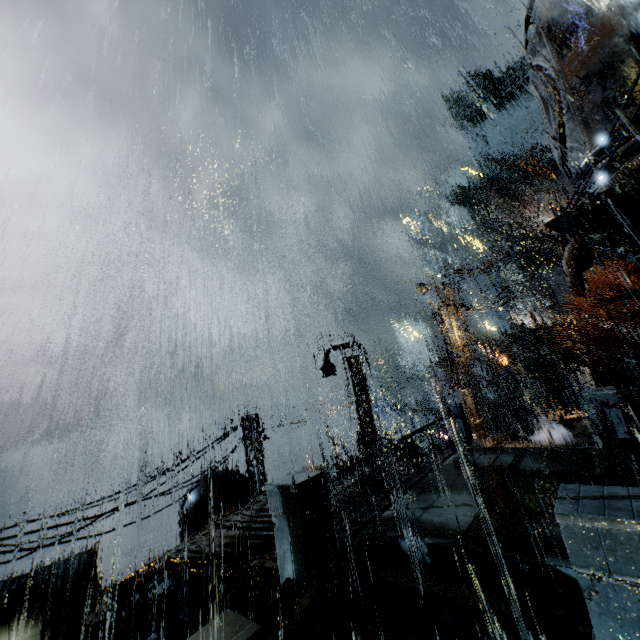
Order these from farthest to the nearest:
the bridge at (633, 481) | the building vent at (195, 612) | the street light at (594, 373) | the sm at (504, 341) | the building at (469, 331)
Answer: the sm at (504, 341) < the street light at (594, 373) < the building at (469, 331) < the building vent at (195, 612) < the bridge at (633, 481)

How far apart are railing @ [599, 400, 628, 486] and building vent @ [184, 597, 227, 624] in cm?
1652

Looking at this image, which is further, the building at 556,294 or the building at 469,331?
the building at 556,294

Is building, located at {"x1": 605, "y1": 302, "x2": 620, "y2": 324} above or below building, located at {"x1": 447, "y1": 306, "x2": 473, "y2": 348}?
above

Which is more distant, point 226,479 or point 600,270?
point 600,270

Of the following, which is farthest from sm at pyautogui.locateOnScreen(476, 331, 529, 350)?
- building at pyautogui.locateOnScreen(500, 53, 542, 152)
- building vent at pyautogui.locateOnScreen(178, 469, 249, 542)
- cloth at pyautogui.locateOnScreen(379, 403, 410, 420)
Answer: building vent at pyautogui.locateOnScreen(178, 469, 249, 542)

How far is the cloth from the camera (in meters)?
44.69

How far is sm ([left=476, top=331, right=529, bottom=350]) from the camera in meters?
34.3
